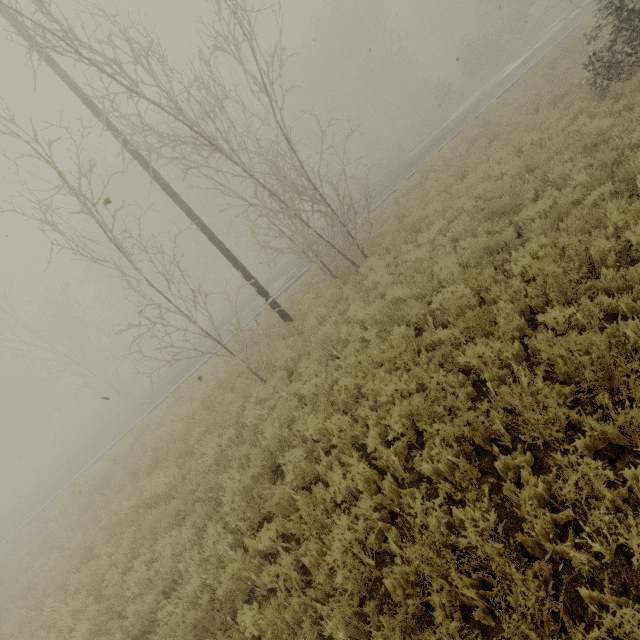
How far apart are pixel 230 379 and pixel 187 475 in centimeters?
370cm

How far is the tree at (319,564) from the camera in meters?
3.6

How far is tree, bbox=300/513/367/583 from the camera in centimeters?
363cm
